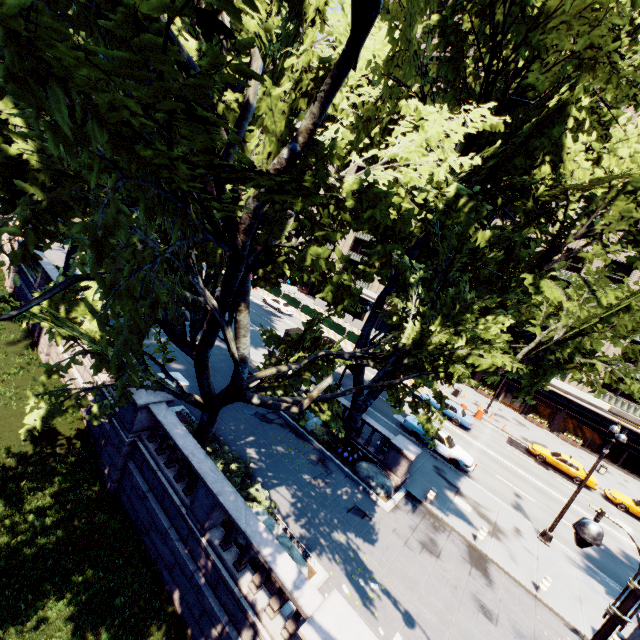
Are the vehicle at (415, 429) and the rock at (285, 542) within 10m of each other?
no

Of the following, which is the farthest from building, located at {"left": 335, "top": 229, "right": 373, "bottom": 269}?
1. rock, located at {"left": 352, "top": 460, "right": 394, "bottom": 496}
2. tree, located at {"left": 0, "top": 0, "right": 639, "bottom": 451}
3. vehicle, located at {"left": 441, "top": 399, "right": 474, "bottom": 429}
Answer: rock, located at {"left": 352, "top": 460, "right": 394, "bottom": 496}

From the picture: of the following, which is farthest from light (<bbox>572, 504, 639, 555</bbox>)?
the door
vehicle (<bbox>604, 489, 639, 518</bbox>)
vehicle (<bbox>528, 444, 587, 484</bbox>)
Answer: the door

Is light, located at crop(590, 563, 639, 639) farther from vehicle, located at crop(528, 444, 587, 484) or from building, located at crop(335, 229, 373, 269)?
building, located at crop(335, 229, 373, 269)

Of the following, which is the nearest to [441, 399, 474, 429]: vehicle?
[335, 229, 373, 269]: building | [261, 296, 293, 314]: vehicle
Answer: [335, 229, 373, 269]: building

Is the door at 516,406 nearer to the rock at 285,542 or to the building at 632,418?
the building at 632,418

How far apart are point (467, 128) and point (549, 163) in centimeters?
337cm

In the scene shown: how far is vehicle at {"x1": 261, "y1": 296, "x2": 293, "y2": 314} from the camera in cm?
4196
